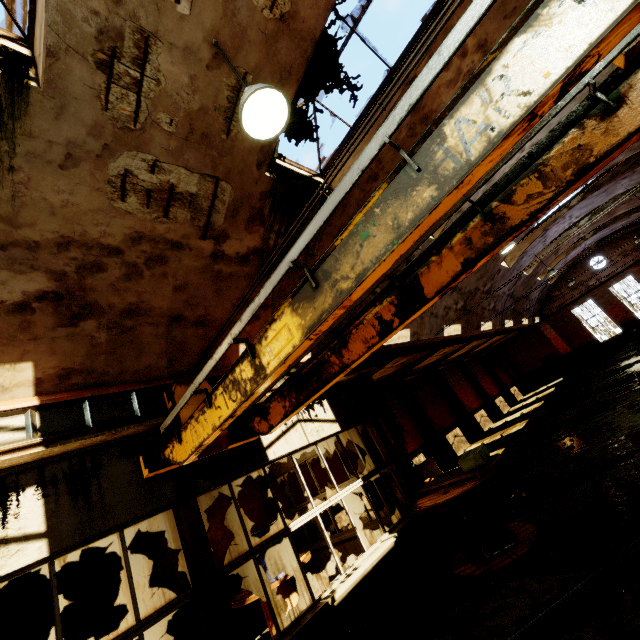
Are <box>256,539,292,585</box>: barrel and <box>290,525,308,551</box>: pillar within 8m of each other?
yes

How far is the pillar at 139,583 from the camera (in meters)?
7.05

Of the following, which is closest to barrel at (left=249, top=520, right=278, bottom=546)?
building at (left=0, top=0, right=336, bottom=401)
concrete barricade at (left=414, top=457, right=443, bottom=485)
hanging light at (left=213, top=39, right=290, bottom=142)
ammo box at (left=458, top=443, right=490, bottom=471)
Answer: building at (left=0, top=0, right=336, bottom=401)

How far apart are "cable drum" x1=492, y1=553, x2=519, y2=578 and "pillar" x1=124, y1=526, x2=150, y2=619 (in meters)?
6.21

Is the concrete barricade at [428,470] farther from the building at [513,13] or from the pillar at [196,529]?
the pillar at [196,529]

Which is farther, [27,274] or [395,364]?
[395,364]

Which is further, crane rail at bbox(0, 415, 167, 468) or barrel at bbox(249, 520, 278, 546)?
barrel at bbox(249, 520, 278, 546)

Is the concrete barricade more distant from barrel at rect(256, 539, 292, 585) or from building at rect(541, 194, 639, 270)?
barrel at rect(256, 539, 292, 585)
